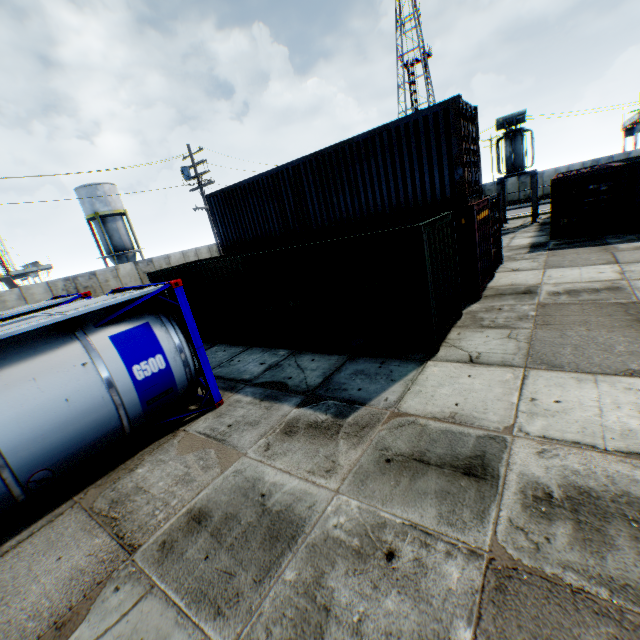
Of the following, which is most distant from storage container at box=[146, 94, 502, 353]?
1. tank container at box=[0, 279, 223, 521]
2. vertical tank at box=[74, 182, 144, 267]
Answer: vertical tank at box=[74, 182, 144, 267]

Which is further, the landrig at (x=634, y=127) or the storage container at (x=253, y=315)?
the landrig at (x=634, y=127)

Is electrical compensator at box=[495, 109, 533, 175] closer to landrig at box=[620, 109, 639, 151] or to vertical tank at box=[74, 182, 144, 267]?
landrig at box=[620, 109, 639, 151]

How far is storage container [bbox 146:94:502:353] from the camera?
7.7 meters

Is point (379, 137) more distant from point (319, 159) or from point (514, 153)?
point (514, 153)

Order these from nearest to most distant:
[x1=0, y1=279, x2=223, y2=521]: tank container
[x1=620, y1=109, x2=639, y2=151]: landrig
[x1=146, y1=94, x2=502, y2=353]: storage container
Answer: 1. [x1=0, y1=279, x2=223, y2=521]: tank container
2. [x1=146, y1=94, x2=502, y2=353]: storage container
3. [x1=620, y1=109, x2=639, y2=151]: landrig

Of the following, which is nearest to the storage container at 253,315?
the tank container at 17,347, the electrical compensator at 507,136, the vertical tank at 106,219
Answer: the tank container at 17,347

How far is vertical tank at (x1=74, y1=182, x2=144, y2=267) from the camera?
35.2m
